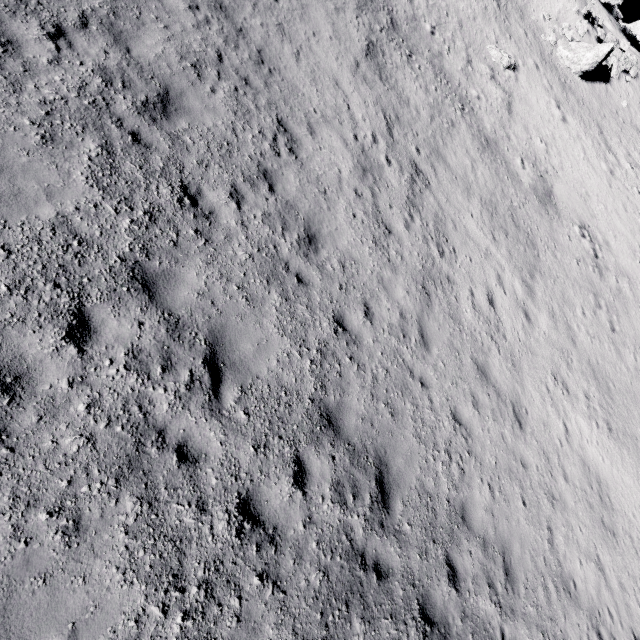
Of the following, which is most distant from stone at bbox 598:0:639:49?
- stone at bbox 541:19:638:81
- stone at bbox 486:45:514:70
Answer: stone at bbox 486:45:514:70

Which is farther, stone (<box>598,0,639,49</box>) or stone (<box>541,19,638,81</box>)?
stone (<box>598,0,639,49</box>)

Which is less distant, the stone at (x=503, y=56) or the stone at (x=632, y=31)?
the stone at (x=503, y=56)

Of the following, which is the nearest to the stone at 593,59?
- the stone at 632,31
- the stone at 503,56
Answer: the stone at 503,56

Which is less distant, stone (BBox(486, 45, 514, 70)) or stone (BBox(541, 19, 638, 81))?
stone (BBox(486, 45, 514, 70))

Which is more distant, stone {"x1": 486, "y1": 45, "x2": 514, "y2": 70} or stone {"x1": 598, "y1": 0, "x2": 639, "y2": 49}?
stone {"x1": 598, "y1": 0, "x2": 639, "y2": 49}

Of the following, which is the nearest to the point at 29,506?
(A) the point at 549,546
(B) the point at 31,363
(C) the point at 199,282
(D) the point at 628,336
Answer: (B) the point at 31,363
